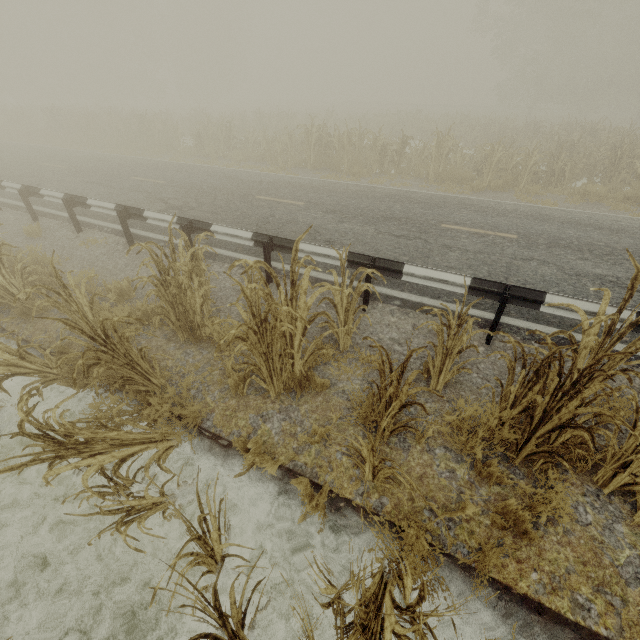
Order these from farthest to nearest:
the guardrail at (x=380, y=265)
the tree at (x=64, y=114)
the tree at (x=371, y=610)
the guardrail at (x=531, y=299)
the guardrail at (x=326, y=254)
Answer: the tree at (x=64, y=114)
the guardrail at (x=326, y=254)
the guardrail at (x=380, y=265)
the guardrail at (x=531, y=299)
the tree at (x=371, y=610)

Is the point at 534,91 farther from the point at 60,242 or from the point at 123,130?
the point at 60,242

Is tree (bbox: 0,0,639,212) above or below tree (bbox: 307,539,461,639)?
above

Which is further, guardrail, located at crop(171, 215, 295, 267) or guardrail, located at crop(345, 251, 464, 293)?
guardrail, located at crop(171, 215, 295, 267)

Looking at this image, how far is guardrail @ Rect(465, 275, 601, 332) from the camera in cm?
435

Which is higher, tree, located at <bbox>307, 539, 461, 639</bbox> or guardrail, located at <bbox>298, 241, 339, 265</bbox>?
guardrail, located at <bbox>298, 241, 339, 265</bbox>

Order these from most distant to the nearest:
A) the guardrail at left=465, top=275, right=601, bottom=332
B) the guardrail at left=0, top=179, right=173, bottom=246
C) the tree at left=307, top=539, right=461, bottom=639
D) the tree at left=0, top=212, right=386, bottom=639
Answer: the guardrail at left=0, top=179, right=173, bottom=246 < the guardrail at left=465, top=275, right=601, bottom=332 < the tree at left=0, top=212, right=386, bottom=639 < the tree at left=307, top=539, right=461, bottom=639

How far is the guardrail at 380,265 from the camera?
4.96m
